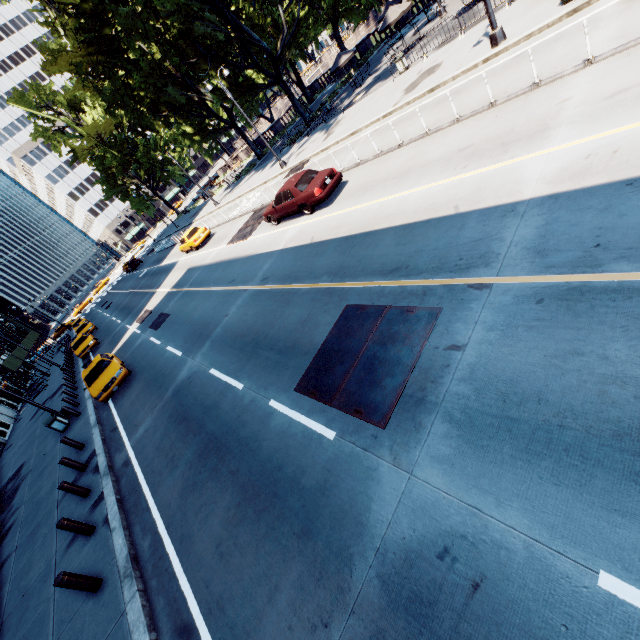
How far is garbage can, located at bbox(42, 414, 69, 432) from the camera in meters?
16.5

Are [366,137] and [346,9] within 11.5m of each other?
no

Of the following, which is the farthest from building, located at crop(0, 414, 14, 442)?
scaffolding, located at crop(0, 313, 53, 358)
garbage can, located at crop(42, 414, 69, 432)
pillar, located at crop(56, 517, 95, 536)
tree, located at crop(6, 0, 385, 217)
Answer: tree, located at crop(6, 0, 385, 217)

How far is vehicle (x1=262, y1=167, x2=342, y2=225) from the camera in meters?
13.5 m

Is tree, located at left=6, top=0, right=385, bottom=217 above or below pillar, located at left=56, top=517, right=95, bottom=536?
above

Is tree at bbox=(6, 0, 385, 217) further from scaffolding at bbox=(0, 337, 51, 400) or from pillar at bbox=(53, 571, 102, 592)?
pillar at bbox=(53, 571, 102, 592)

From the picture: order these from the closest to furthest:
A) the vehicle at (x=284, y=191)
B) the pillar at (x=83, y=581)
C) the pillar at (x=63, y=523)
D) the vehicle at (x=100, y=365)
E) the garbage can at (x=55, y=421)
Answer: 1. the pillar at (x=83, y=581)
2. the pillar at (x=63, y=523)
3. the vehicle at (x=284, y=191)
4. the vehicle at (x=100, y=365)
5. the garbage can at (x=55, y=421)

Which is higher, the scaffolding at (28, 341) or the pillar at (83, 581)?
the scaffolding at (28, 341)
